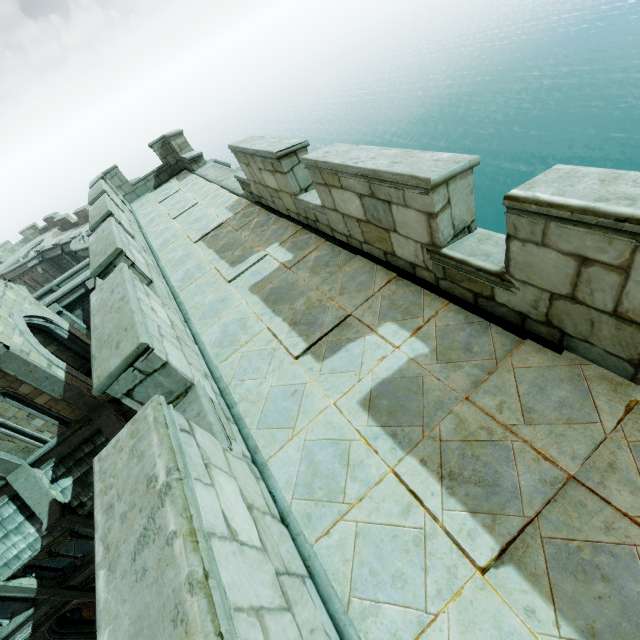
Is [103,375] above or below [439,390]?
above
